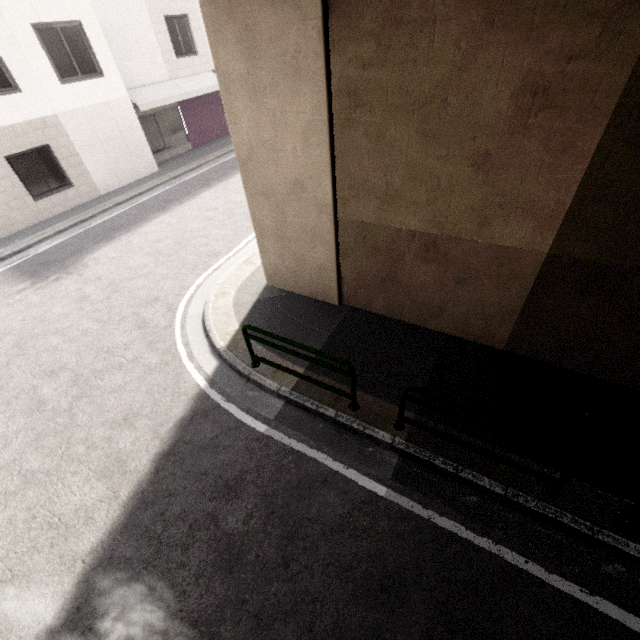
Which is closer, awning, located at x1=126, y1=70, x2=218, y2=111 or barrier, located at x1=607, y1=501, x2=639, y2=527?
barrier, located at x1=607, y1=501, x2=639, y2=527

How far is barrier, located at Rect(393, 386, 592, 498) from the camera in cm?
348

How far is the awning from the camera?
13.9 meters

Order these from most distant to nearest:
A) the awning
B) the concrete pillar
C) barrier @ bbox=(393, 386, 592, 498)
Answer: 1. the awning
2. the concrete pillar
3. barrier @ bbox=(393, 386, 592, 498)

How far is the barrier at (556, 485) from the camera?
3.5 meters

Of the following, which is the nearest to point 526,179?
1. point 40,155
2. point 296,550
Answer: point 296,550

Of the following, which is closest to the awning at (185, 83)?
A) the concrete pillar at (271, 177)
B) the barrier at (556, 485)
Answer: the concrete pillar at (271, 177)

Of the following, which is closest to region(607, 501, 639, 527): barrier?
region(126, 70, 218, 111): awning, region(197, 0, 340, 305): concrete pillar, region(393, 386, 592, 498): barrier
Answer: region(393, 386, 592, 498): barrier
